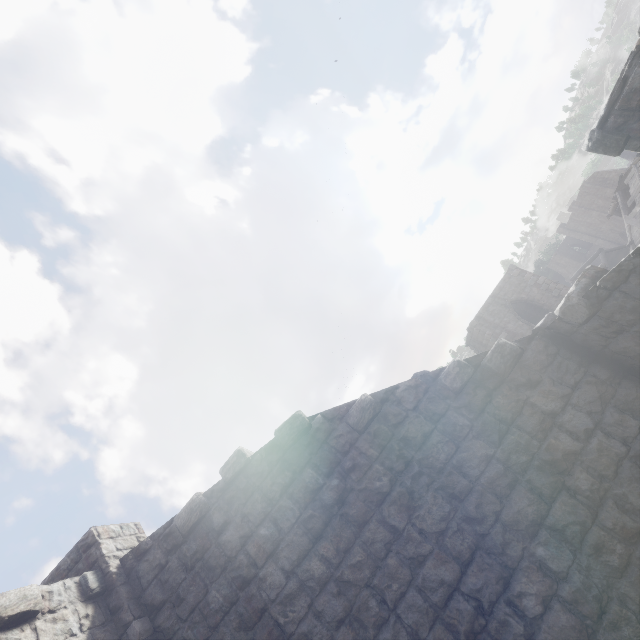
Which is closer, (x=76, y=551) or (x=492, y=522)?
(x=492, y=522)
